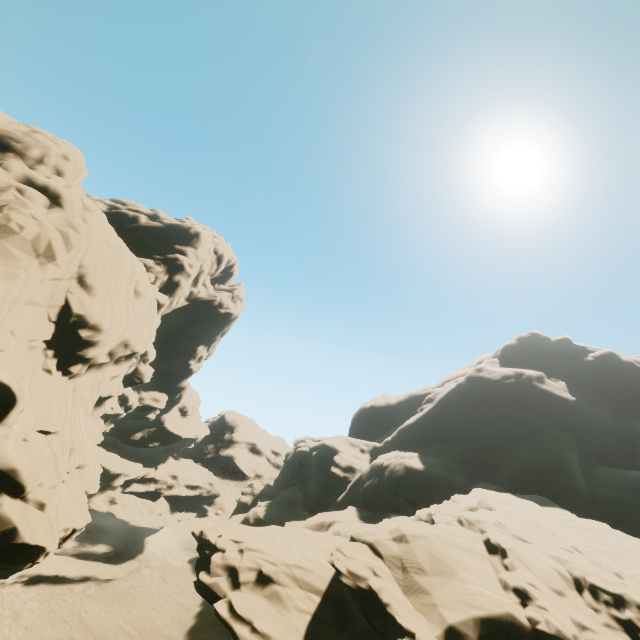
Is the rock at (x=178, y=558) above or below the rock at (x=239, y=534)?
below

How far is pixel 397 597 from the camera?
13.23m

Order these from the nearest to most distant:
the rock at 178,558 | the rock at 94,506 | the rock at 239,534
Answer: the rock at 94,506, the rock at 239,534, the rock at 178,558

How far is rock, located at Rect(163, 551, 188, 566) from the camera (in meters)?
39.56

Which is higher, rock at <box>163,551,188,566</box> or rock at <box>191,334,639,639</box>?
rock at <box>191,334,639,639</box>

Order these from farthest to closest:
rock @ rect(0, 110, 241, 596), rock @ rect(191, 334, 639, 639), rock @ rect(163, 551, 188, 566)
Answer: rock @ rect(163, 551, 188, 566), rock @ rect(191, 334, 639, 639), rock @ rect(0, 110, 241, 596)

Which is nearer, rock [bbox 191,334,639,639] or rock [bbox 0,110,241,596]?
rock [bbox 0,110,241,596]
